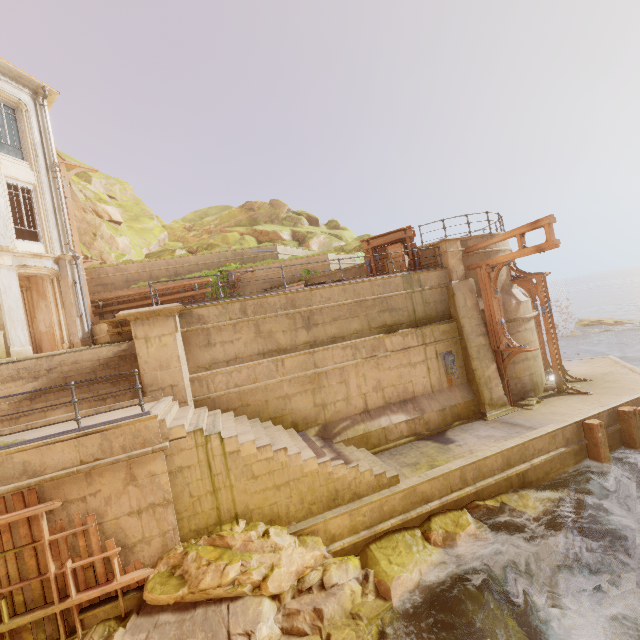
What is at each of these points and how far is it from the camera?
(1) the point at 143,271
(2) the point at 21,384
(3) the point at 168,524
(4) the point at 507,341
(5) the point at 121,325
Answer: (1) building, 18.2m
(2) stairs, 9.4m
(3) building, 6.8m
(4) wood, 12.3m
(5) trim, 14.2m

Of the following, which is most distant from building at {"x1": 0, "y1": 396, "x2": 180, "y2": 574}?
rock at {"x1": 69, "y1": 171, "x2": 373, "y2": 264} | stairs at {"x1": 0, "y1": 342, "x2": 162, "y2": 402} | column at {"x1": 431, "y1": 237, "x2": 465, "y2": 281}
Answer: column at {"x1": 431, "y1": 237, "x2": 465, "y2": 281}

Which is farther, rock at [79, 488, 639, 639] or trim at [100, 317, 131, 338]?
trim at [100, 317, 131, 338]

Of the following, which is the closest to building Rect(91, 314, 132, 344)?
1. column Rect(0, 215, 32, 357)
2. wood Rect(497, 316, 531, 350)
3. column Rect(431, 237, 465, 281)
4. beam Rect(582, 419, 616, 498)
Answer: column Rect(0, 215, 32, 357)

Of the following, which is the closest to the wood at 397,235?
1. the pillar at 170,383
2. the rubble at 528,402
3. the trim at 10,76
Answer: the rubble at 528,402

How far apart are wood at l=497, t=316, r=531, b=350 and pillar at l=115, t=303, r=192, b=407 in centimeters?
1107cm

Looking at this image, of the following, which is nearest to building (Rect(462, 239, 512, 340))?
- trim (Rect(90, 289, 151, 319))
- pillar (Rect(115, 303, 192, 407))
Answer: pillar (Rect(115, 303, 192, 407))

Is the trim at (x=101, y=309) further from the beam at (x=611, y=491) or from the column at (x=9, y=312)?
the beam at (x=611, y=491)
